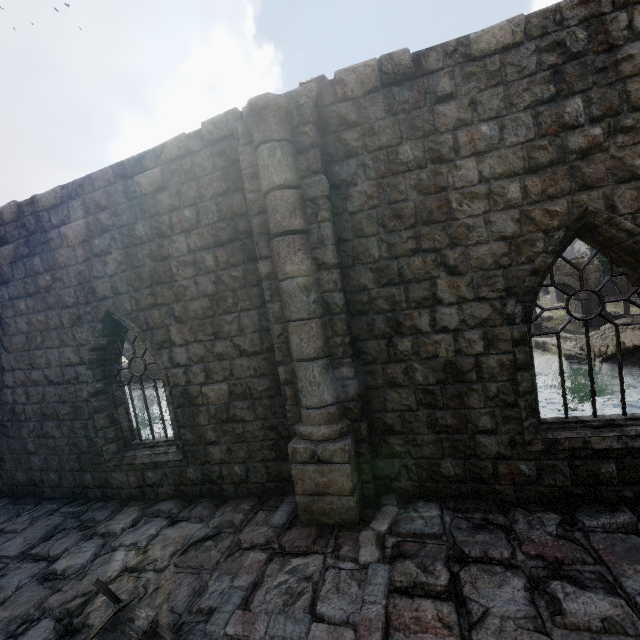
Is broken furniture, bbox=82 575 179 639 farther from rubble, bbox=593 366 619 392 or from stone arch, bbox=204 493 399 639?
rubble, bbox=593 366 619 392

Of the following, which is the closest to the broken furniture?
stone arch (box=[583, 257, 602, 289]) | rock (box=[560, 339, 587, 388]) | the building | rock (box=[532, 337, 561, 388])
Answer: the building

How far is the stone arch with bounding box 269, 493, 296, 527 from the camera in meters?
5.3 m

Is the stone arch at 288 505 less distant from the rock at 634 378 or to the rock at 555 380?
the rock at 555 380

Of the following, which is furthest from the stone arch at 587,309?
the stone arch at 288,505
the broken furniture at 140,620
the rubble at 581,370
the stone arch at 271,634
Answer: the stone arch at 288,505

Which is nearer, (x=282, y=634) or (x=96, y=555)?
(x=282, y=634)

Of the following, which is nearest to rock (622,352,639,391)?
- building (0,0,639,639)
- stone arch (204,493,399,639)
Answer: building (0,0,639,639)

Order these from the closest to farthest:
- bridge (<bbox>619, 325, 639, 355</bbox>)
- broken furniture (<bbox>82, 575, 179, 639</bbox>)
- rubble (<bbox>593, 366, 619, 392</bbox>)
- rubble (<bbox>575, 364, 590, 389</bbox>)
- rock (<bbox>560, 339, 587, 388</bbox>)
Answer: broken furniture (<bbox>82, 575, 179, 639</bbox>) → bridge (<bbox>619, 325, 639, 355</bbox>) → rubble (<bbox>593, 366, 619, 392</bbox>) → rubble (<bbox>575, 364, 590, 389</bbox>) → rock (<bbox>560, 339, 587, 388</bbox>)
